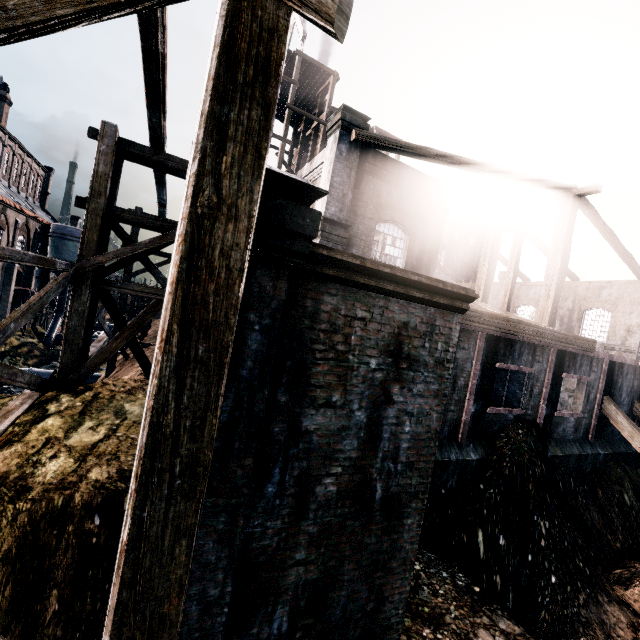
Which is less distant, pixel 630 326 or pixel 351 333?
pixel 351 333

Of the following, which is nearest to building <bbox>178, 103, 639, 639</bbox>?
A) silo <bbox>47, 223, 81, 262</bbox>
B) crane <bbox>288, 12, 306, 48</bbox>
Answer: silo <bbox>47, 223, 81, 262</bbox>

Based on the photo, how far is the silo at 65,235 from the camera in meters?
43.4

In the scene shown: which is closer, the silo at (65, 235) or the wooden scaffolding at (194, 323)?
the wooden scaffolding at (194, 323)

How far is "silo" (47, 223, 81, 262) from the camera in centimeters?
4338cm

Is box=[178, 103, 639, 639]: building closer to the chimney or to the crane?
the chimney

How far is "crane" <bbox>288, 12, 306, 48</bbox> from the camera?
25.1 meters
